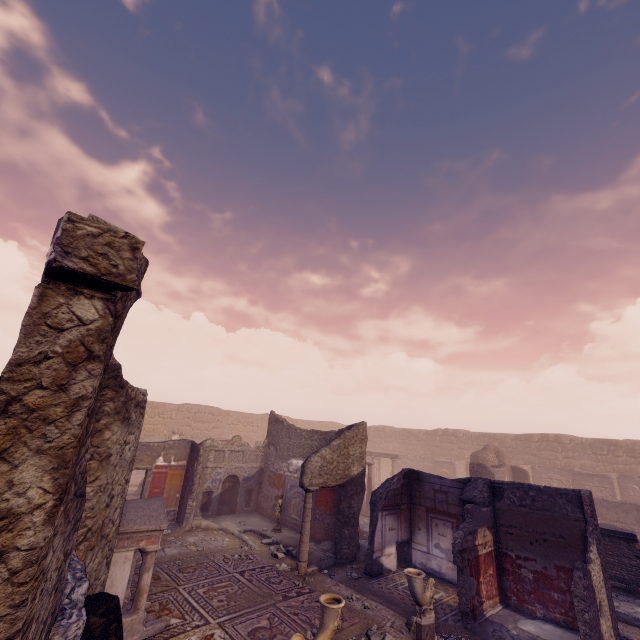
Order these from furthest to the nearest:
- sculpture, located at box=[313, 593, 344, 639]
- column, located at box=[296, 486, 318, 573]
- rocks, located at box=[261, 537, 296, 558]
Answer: rocks, located at box=[261, 537, 296, 558], column, located at box=[296, 486, 318, 573], sculpture, located at box=[313, 593, 344, 639]

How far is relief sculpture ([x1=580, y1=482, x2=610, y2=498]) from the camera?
18.85m

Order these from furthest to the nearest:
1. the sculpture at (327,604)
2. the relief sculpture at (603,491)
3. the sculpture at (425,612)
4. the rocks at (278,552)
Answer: the relief sculpture at (603,491) < the rocks at (278,552) < the sculpture at (425,612) < the sculpture at (327,604)

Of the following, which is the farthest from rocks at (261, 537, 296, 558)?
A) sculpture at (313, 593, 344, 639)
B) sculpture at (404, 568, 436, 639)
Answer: sculpture at (313, 593, 344, 639)

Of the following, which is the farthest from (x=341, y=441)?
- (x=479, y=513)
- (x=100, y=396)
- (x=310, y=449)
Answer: (x=100, y=396)

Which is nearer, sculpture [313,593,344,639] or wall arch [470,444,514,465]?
sculpture [313,593,344,639]

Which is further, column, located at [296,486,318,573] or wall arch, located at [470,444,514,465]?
wall arch, located at [470,444,514,465]

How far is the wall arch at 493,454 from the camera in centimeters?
Result: 1956cm
